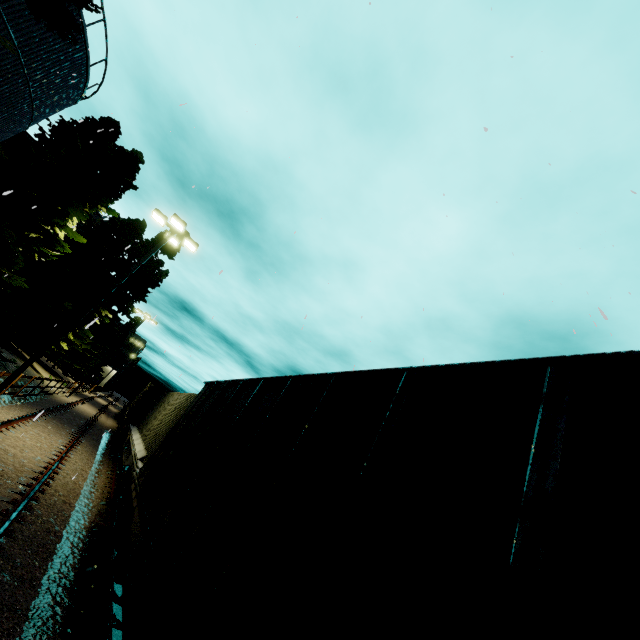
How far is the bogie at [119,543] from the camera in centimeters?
625cm

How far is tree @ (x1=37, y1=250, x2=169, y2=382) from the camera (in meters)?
29.19

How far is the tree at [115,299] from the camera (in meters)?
29.19

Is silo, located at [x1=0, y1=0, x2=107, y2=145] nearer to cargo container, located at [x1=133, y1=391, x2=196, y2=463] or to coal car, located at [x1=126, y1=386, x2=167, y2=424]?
cargo container, located at [x1=133, y1=391, x2=196, y2=463]

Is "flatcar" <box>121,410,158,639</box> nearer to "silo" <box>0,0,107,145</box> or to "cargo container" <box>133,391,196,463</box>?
"cargo container" <box>133,391,196,463</box>

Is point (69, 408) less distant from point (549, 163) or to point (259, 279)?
point (259, 279)

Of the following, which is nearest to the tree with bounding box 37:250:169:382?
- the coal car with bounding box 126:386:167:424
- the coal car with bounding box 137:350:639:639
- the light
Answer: the coal car with bounding box 126:386:167:424

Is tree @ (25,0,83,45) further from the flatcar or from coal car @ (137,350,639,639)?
the flatcar
